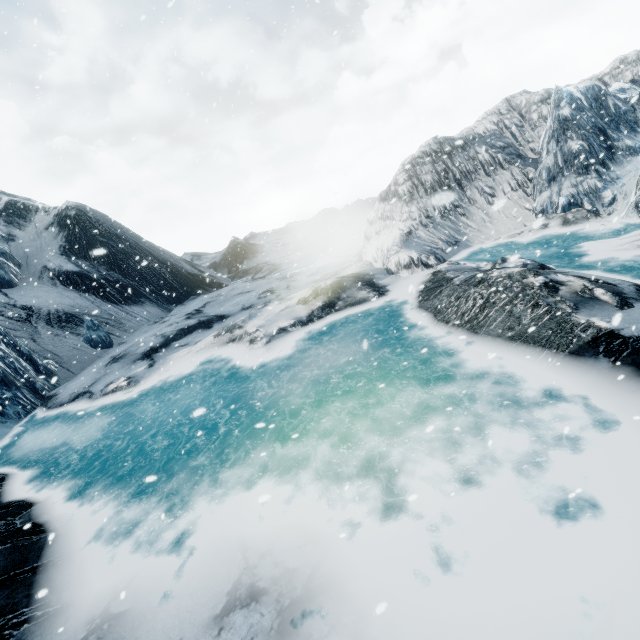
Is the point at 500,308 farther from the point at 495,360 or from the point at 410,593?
the point at 410,593
